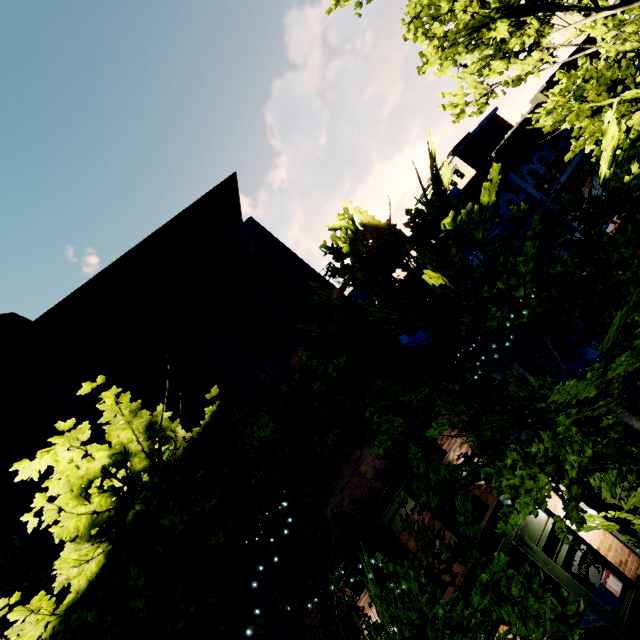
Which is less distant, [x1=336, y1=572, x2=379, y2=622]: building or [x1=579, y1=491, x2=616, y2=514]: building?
[x1=336, y1=572, x2=379, y2=622]: building

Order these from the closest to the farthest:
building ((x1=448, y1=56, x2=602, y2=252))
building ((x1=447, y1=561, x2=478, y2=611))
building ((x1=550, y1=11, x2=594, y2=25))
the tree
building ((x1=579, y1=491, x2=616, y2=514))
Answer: the tree → building ((x1=447, y1=561, x2=478, y2=611)) → building ((x1=579, y1=491, x2=616, y2=514)) → building ((x1=448, y1=56, x2=602, y2=252)) → building ((x1=550, y1=11, x2=594, y2=25))

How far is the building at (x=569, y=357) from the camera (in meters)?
8.91

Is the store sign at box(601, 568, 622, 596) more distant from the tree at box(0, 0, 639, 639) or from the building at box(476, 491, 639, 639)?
the building at box(476, 491, 639, 639)

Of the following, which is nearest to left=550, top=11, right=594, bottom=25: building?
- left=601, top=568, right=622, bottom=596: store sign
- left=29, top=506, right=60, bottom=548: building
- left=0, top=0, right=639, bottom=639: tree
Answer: left=0, top=0, right=639, bottom=639: tree

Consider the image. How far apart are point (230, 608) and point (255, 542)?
0.8m

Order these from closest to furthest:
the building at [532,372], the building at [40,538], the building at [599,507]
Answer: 1. the building at [40,538]
2. the building at [599,507]
3. the building at [532,372]
